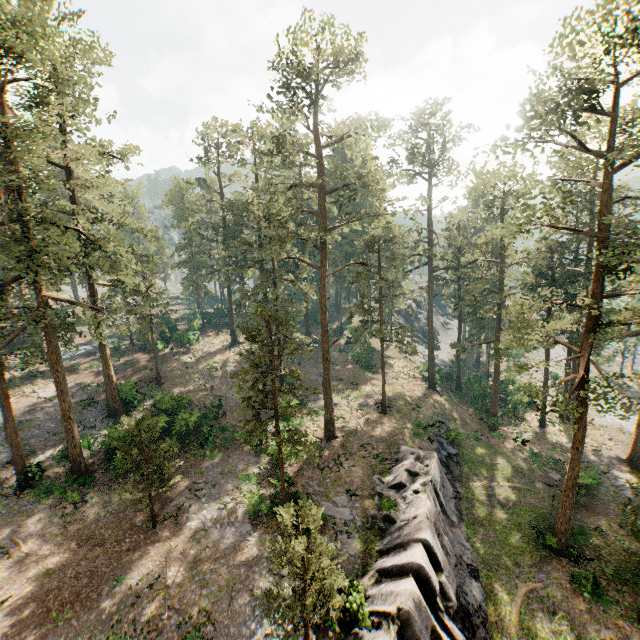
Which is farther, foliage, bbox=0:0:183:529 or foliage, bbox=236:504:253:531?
foliage, bbox=236:504:253:531

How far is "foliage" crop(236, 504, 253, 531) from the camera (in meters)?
20.19

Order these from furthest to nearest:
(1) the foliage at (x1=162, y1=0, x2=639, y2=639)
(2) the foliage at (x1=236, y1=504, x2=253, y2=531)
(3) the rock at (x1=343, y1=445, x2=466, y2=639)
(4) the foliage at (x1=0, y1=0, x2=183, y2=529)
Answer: (2) the foliage at (x1=236, y1=504, x2=253, y2=531) < (4) the foliage at (x1=0, y1=0, x2=183, y2=529) < (1) the foliage at (x1=162, y1=0, x2=639, y2=639) < (3) the rock at (x1=343, y1=445, x2=466, y2=639)

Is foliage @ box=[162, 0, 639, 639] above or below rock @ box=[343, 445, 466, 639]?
above

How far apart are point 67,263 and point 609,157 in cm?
3013

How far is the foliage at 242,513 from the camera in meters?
20.2

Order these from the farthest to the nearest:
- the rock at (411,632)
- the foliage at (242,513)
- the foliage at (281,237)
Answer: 1. the foliage at (242,513)
2. the foliage at (281,237)
3. the rock at (411,632)

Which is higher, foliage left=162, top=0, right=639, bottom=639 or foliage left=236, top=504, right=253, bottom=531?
foliage left=162, top=0, right=639, bottom=639
